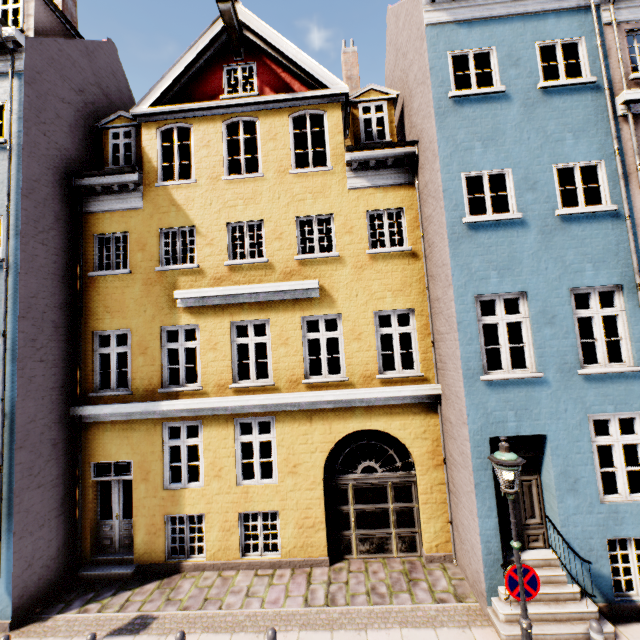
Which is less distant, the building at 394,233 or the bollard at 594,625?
the bollard at 594,625

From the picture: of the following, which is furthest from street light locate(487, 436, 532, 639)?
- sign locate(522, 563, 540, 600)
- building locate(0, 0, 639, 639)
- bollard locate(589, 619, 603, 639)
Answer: building locate(0, 0, 639, 639)

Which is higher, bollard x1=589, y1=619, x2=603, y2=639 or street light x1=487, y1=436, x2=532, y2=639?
street light x1=487, y1=436, x2=532, y2=639

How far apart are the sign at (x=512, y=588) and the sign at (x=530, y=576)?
0.1m

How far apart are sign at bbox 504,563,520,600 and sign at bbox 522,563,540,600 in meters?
0.1 m

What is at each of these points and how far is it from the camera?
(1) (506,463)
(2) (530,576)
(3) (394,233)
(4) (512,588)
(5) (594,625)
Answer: (1) street light, 5.02m
(2) sign, 5.03m
(3) building, 12.74m
(4) sign, 5.03m
(5) bollard, 4.84m

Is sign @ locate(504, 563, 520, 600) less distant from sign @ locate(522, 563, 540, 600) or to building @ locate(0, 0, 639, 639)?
sign @ locate(522, 563, 540, 600)

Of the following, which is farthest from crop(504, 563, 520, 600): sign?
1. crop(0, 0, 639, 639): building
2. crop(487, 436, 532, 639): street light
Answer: crop(0, 0, 639, 639): building
